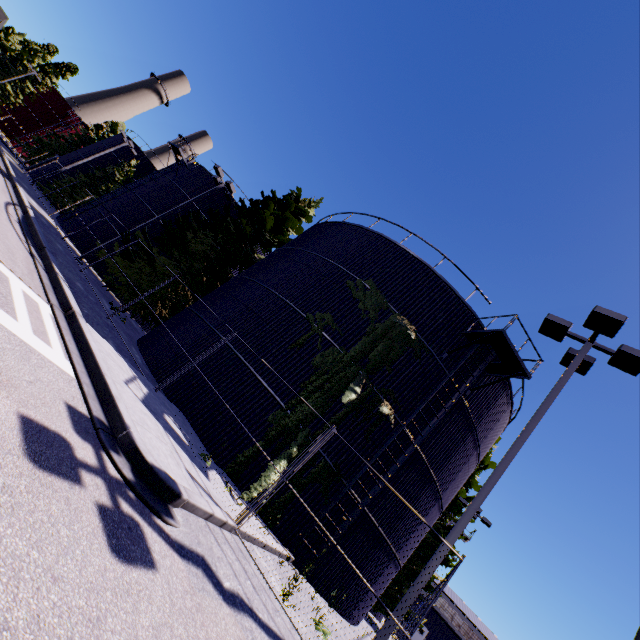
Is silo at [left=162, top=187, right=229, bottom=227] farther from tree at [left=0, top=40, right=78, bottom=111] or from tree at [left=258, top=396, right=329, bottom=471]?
tree at [left=0, top=40, right=78, bottom=111]

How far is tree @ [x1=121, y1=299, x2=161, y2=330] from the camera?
18.27m

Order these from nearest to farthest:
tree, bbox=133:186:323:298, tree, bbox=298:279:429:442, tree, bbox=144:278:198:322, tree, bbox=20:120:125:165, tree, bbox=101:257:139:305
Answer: tree, bbox=298:279:429:442 → tree, bbox=101:257:139:305 → tree, bbox=144:278:198:322 → tree, bbox=133:186:323:298 → tree, bbox=20:120:125:165

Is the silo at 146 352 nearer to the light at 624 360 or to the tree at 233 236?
the tree at 233 236

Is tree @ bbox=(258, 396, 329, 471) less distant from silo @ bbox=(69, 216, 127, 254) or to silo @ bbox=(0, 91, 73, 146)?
silo @ bbox=(69, 216, 127, 254)

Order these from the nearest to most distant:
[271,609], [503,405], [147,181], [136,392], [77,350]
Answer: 1. [271,609]
2. [77,350]
3. [136,392]
4. [503,405]
5. [147,181]

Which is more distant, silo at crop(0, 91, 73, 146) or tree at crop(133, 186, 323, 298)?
silo at crop(0, 91, 73, 146)

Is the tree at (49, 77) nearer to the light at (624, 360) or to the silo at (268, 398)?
the silo at (268, 398)
